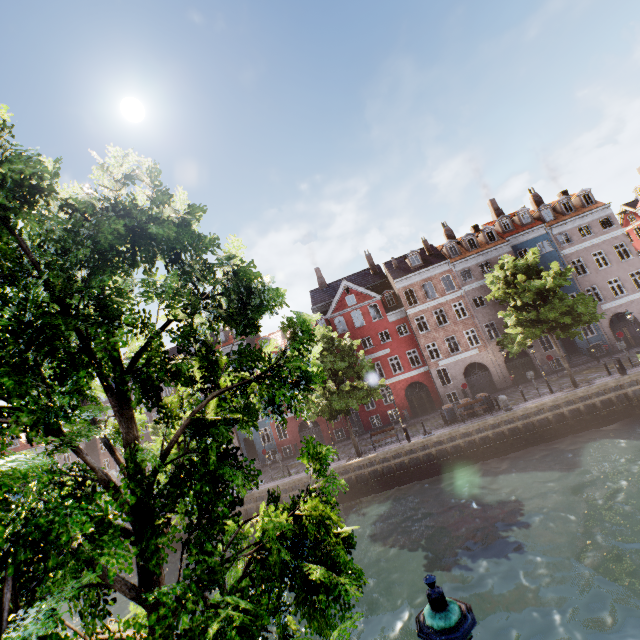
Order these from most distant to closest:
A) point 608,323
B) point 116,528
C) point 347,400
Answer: point 608,323 → point 347,400 → point 116,528

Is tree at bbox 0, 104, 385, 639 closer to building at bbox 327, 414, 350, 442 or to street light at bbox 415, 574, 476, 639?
street light at bbox 415, 574, 476, 639

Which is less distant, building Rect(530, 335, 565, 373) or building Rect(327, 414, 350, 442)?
building Rect(530, 335, 565, 373)

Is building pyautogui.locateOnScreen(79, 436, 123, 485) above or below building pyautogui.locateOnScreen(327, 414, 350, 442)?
above

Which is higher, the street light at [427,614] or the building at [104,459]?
the building at [104,459]

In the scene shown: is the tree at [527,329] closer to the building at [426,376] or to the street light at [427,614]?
the street light at [427,614]

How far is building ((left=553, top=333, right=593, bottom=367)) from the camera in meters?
29.9 m
